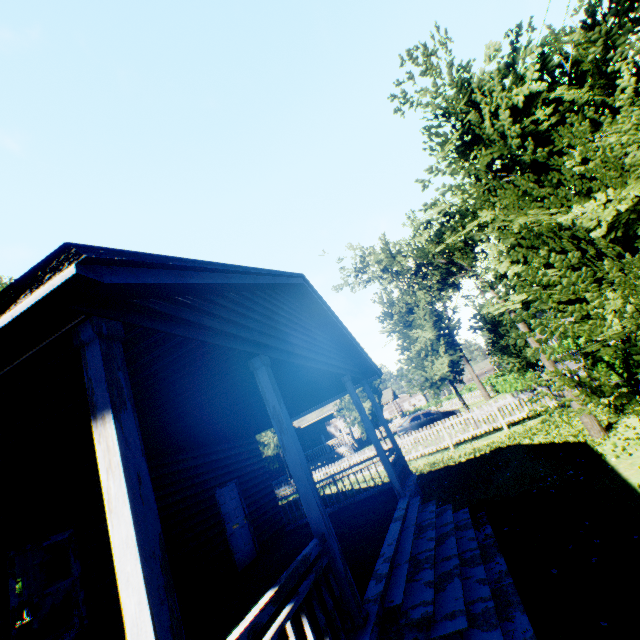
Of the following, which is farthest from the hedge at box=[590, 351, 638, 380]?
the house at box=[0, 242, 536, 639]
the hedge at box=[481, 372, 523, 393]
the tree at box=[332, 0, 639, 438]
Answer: the hedge at box=[481, 372, 523, 393]

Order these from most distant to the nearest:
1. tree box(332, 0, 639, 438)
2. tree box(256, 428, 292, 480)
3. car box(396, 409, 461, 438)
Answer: car box(396, 409, 461, 438) → tree box(256, 428, 292, 480) → tree box(332, 0, 639, 438)

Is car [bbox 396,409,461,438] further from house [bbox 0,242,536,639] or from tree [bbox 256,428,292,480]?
house [bbox 0,242,536,639]

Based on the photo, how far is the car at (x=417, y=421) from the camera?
22.84m

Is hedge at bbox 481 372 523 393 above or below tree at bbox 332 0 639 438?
below

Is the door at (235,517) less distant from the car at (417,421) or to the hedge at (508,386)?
the car at (417,421)

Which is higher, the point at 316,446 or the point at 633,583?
the point at 316,446
